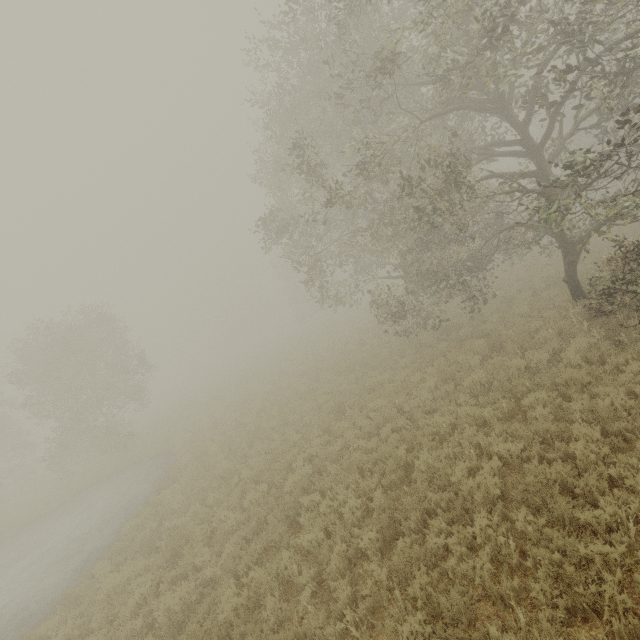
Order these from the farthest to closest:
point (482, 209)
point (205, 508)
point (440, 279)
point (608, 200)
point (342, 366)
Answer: point (342, 366), point (482, 209), point (440, 279), point (205, 508), point (608, 200)
